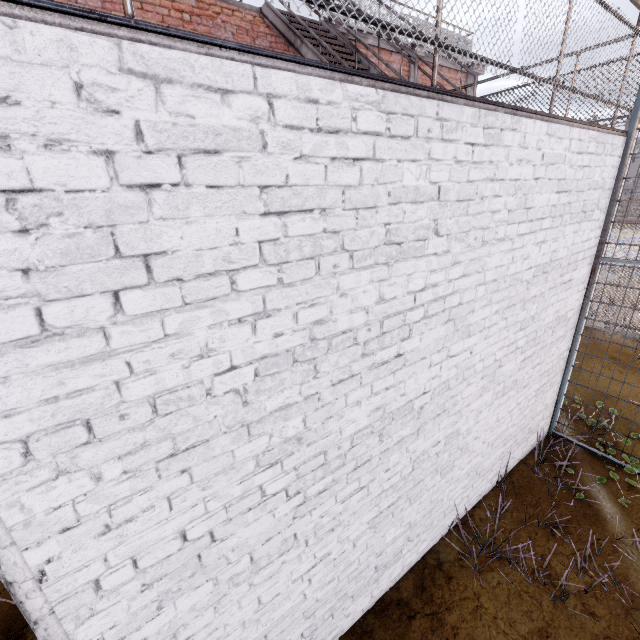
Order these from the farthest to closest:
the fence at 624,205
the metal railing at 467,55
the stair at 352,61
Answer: the stair at 352,61, the fence at 624,205, the metal railing at 467,55

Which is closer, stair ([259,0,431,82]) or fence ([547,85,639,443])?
fence ([547,85,639,443])

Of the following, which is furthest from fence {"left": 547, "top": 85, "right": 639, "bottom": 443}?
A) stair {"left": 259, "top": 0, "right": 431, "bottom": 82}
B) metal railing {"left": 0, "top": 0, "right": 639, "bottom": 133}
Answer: stair {"left": 259, "top": 0, "right": 431, "bottom": 82}

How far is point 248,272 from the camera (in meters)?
1.39

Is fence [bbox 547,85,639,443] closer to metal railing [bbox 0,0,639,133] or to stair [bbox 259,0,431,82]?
metal railing [bbox 0,0,639,133]

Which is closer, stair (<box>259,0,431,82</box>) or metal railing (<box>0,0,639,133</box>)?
metal railing (<box>0,0,639,133</box>)

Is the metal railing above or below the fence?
above

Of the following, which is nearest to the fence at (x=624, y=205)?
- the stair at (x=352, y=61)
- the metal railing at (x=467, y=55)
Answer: the metal railing at (x=467, y=55)
